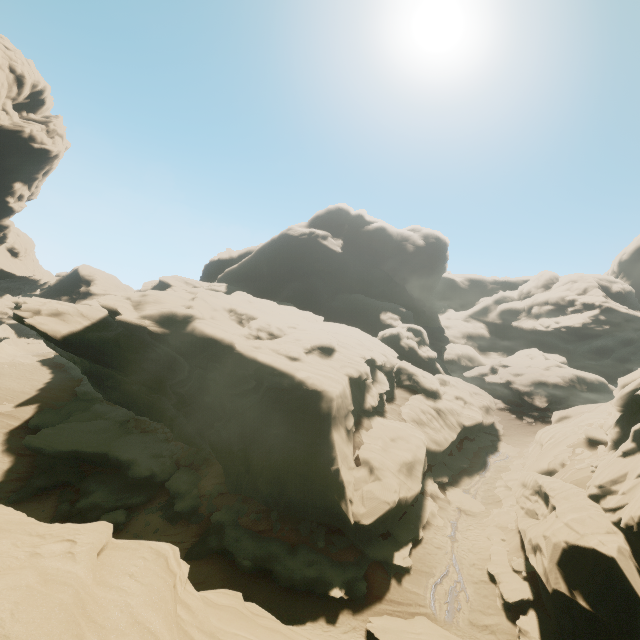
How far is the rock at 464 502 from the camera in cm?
2452

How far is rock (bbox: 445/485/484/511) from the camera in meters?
24.5 m

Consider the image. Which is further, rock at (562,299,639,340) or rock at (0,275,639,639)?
rock at (562,299,639,340)

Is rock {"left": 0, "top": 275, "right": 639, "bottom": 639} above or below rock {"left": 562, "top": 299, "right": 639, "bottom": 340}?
below

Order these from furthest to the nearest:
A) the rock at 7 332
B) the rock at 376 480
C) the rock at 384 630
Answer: the rock at 7 332, the rock at 384 630, the rock at 376 480

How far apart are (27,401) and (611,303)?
94.27m

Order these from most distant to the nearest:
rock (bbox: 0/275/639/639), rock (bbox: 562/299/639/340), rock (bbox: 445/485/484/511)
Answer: rock (bbox: 562/299/639/340) → rock (bbox: 445/485/484/511) → rock (bbox: 0/275/639/639)
